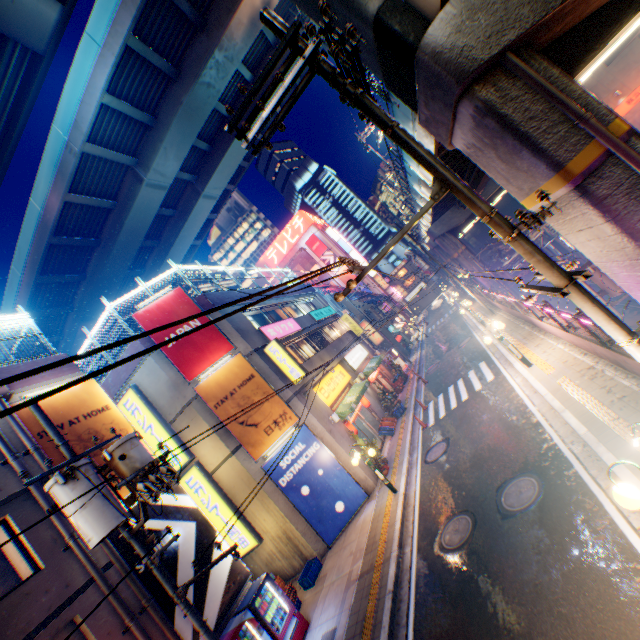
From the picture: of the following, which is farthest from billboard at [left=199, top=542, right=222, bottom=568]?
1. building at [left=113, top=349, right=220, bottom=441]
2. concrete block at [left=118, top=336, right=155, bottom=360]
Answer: concrete block at [left=118, top=336, right=155, bottom=360]

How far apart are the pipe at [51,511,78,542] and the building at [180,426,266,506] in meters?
6.0 m

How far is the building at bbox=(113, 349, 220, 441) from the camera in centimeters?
1453cm

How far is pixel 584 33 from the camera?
7.2 meters

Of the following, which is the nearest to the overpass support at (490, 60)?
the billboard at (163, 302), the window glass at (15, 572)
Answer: the billboard at (163, 302)

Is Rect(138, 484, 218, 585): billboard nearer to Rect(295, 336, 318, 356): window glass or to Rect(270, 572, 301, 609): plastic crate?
Rect(270, 572, 301, 609): plastic crate

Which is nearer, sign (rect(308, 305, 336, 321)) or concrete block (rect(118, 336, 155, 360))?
concrete block (rect(118, 336, 155, 360))

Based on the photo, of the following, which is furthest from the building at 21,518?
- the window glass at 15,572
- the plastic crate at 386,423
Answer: the plastic crate at 386,423
